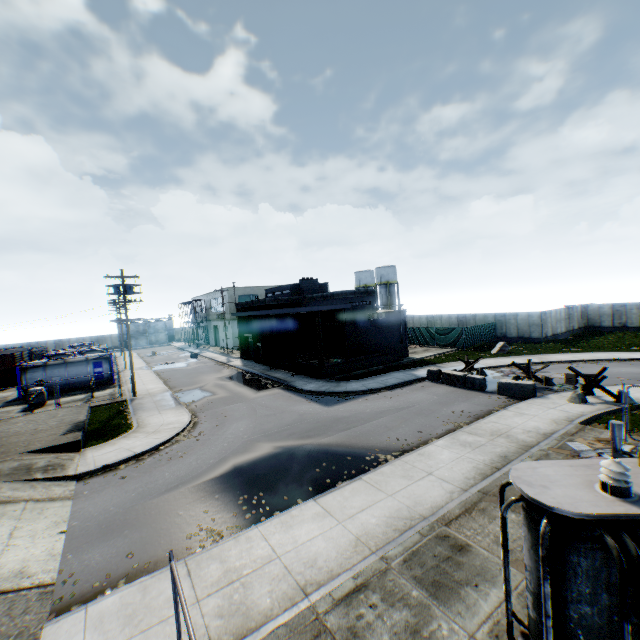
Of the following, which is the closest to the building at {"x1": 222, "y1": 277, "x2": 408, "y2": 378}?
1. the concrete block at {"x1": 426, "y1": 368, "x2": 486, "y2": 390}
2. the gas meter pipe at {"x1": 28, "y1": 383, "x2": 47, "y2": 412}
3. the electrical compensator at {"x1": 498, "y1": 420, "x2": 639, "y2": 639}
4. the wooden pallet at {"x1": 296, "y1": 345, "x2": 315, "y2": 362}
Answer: the wooden pallet at {"x1": 296, "y1": 345, "x2": 315, "y2": 362}

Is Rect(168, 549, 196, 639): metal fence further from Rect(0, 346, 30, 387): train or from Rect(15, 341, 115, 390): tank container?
Rect(0, 346, 30, 387): train

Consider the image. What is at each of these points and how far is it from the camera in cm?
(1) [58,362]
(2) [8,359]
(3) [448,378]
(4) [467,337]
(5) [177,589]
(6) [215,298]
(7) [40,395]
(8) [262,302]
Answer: (1) tank container, 2889
(2) train, 3397
(3) concrete block, 2191
(4) metal fence, 3512
(5) metal fence, 441
(6) building, 5641
(7) gas meter pipe, 2442
(8) building, 3356

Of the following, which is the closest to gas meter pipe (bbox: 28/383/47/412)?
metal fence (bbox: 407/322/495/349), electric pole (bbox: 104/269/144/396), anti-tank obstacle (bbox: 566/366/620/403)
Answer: electric pole (bbox: 104/269/144/396)

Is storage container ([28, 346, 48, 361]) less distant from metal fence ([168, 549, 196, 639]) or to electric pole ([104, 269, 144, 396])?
electric pole ([104, 269, 144, 396])

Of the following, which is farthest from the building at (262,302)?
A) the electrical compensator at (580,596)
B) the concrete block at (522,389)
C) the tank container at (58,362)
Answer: the electrical compensator at (580,596)

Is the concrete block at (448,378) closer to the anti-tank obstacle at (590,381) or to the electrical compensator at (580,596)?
the anti-tank obstacle at (590,381)

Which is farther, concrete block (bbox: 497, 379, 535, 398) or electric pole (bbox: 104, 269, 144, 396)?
electric pole (bbox: 104, 269, 144, 396)
